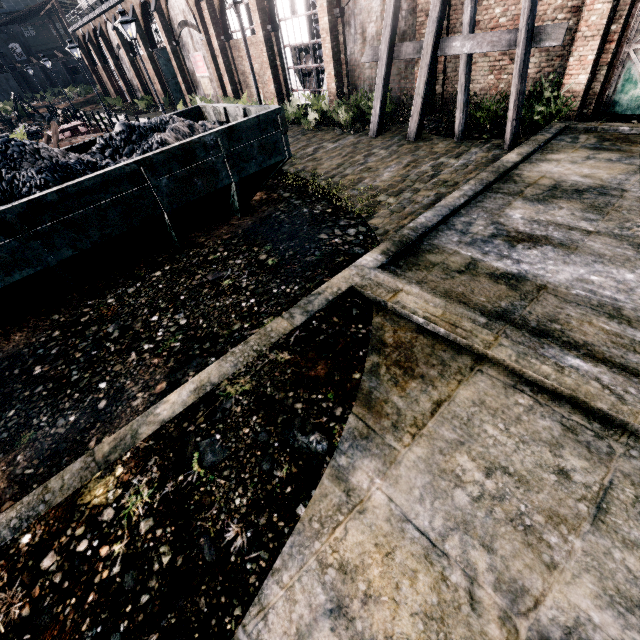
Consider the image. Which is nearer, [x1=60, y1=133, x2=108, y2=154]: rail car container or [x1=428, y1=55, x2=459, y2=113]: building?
[x1=60, y1=133, x2=108, y2=154]: rail car container

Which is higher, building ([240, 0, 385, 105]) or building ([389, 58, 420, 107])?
building ([240, 0, 385, 105])

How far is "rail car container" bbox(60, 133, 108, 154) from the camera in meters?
9.8

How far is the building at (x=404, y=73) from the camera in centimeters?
1486cm

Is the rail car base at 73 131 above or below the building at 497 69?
below

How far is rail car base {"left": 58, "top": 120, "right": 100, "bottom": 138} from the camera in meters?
23.1 m

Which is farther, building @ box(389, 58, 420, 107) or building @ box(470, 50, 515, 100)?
building @ box(389, 58, 420, 107)

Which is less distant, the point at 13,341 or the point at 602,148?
the point at 13,341
